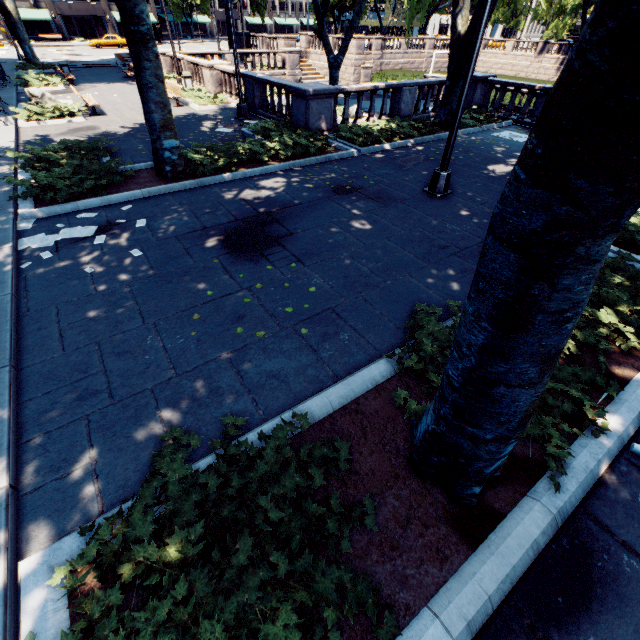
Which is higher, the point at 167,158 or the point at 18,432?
the point at 167,158

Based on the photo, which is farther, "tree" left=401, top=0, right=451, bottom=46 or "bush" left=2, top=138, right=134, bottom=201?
"tree" left=401, top=0, right=451, bottom=46

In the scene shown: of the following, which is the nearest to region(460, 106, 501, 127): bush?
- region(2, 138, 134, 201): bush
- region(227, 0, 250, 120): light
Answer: region(227, 0, 250, 120): light

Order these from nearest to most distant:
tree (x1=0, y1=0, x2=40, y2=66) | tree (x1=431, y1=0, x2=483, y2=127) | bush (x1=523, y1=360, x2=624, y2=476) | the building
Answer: bush (x1=523, y1=360, x2=624, y2=476)
tree (x1=431, y1=0, x2=483, y2=127)
tree (x1=0, y1=0, x2=40, y2=66)
the building

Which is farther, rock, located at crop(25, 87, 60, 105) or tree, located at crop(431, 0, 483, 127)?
rock, located at crop(25, 87, 60, 105)

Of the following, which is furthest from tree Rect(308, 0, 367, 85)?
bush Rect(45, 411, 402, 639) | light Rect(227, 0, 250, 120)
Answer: light Rect(227, 0, 250, 120)

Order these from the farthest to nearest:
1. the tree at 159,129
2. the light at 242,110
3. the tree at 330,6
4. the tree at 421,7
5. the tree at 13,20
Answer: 1. the tree at 13,20
2. the tree at 330,6
3. the light at 242,110
4. the tree at 421,7
5. the tree at 159,129

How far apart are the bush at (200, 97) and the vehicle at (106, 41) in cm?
4396
